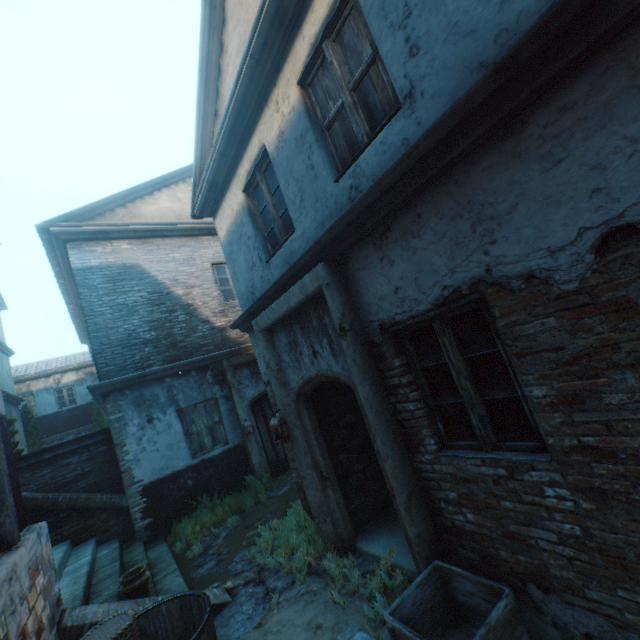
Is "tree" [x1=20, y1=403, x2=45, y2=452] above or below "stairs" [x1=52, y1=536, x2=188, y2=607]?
above

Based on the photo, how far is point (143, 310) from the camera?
8.6 meters

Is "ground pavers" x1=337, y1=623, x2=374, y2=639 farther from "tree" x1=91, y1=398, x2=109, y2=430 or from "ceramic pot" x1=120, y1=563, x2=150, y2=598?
"tree" x1=91, y1=398, x2=109, y2=430

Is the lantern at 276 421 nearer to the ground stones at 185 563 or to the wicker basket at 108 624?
the ground stones at 185 563

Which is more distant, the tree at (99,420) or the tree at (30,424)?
the tree at (99,420)

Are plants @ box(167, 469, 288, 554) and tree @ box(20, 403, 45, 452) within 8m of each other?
no

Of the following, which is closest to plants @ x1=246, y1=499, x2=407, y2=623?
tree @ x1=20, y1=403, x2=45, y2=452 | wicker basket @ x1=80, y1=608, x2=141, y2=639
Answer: wicker basket @ x1=80, y1=608, x2=141, y2=639

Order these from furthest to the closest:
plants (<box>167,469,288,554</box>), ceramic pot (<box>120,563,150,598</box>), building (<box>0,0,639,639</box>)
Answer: plants (<box>167,469,288,554</box>), ceramic pot (<box>120,563,150,598</box>), building (<box>0,0,639,639</box>)
